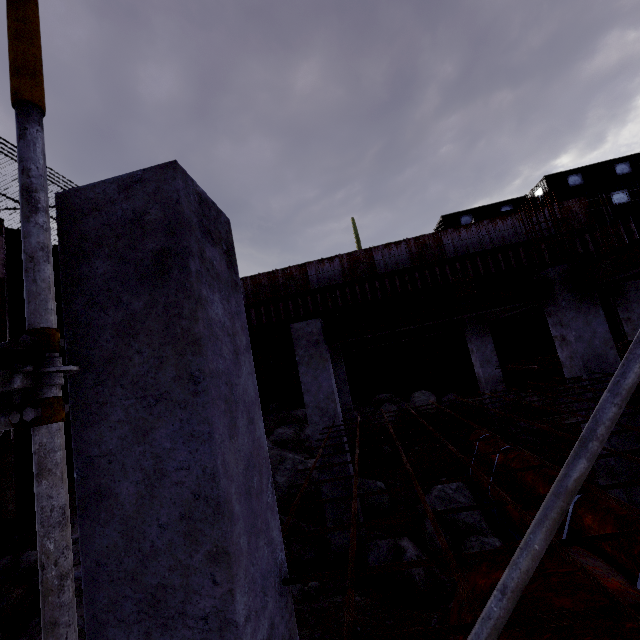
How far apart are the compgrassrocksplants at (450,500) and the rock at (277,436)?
4.7 meters

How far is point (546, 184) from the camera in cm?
2069

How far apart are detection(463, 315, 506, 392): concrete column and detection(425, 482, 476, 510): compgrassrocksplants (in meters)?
3.51

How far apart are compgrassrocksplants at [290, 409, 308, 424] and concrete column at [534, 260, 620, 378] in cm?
847

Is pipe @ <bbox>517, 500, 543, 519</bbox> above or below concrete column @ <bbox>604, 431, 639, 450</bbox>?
below

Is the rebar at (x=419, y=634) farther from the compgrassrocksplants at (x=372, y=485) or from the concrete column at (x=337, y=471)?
the compgrassrocksplants at (x=372, y=485)

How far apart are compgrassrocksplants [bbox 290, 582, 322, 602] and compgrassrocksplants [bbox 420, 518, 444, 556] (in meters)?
2.50

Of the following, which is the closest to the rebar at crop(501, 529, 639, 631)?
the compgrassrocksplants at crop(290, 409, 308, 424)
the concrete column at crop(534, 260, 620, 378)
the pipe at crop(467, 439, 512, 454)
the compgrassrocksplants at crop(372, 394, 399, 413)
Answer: the concrete column at crop(534, 260, 620, 378)
